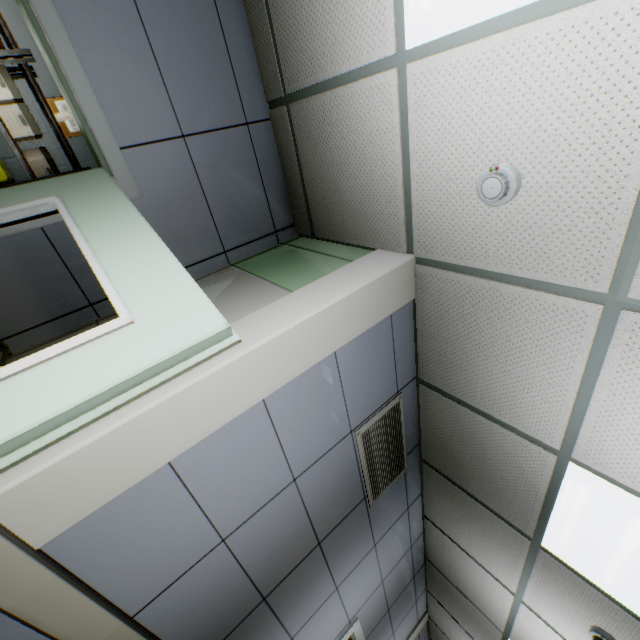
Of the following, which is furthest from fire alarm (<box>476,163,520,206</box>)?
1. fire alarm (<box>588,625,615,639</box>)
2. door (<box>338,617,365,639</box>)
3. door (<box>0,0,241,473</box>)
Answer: door (<box>338,617,365,639</box>)

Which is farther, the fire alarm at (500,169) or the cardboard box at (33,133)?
the cardboard box at (33,133)

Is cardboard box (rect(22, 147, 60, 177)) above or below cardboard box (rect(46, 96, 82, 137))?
below

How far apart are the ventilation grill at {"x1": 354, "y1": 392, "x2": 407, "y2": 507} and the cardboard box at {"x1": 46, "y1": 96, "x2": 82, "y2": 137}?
4.9 meters

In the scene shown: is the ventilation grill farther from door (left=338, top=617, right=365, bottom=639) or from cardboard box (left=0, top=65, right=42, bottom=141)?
cardboard box (left=0, top=65, right=42, bottom=141)

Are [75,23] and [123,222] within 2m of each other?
yes

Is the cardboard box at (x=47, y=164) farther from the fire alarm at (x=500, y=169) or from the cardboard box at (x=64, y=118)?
the fire alarm at (x=500, y=169)

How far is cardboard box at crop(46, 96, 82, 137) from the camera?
3.79m
